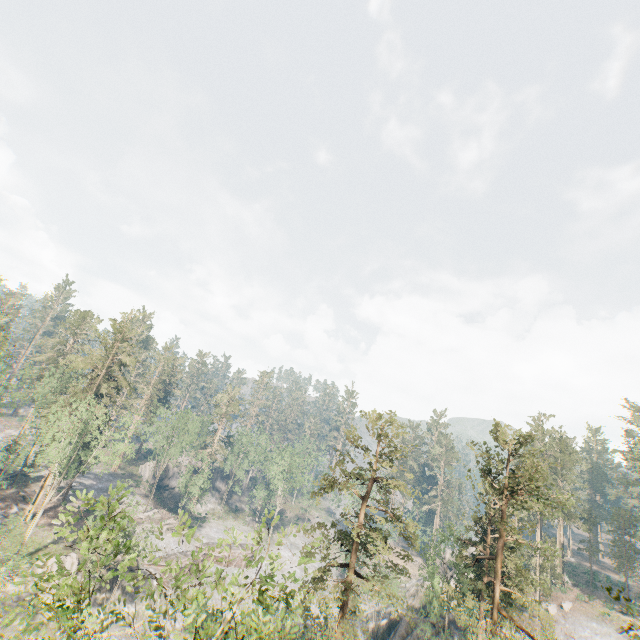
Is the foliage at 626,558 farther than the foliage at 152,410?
No

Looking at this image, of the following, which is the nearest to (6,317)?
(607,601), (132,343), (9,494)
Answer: (132,343)

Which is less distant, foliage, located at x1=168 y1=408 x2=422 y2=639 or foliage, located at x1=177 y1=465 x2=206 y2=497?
foliage, located at x1=168 y1=408 x2=422 y2=639

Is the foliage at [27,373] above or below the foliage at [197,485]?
above

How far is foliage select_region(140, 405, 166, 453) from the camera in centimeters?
5734cm

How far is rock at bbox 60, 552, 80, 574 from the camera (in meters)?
37.84
